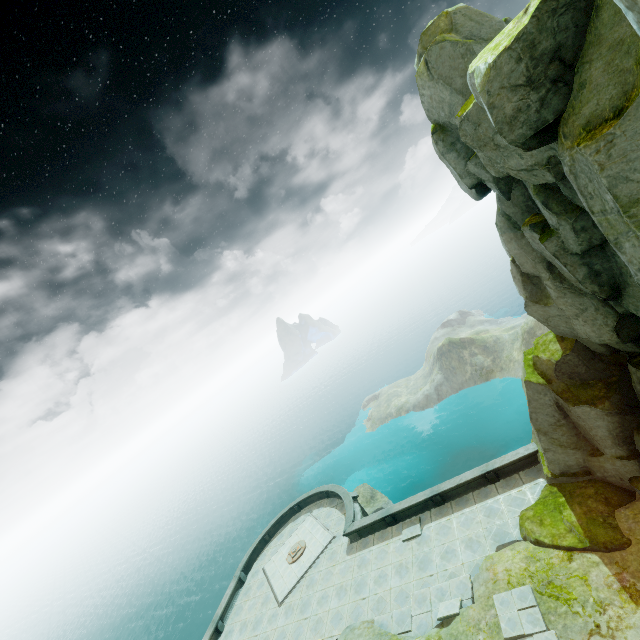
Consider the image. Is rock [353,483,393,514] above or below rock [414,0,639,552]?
below

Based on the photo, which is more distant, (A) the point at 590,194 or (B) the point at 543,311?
(B) the point at 543,311

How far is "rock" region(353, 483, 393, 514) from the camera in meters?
36.2

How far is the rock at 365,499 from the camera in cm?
3625

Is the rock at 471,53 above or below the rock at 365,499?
above

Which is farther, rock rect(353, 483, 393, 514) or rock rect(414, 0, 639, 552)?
rock rect(353, 483, 393, 514)
